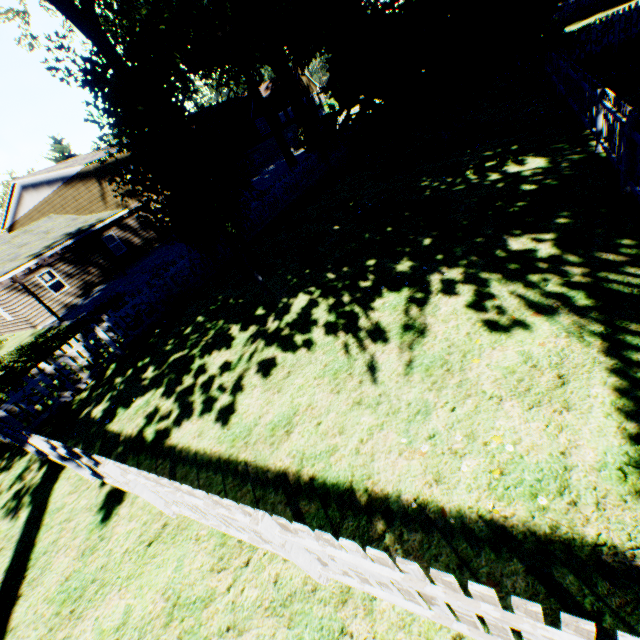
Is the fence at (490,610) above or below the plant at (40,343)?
above

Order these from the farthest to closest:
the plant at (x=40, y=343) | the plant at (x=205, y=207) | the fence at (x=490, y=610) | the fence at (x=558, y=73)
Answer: the plant at (x=40, y=343), the plant at (x=205, y=207), the fence at (x=558, y=73), the fence at (x=490, y=610)

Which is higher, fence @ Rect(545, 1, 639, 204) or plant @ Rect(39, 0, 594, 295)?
plant @ Rect(39, 0, 594, 295)

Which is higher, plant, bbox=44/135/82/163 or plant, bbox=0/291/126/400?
plant, bbox=44/135/82/163

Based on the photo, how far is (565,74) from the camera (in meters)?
11.00

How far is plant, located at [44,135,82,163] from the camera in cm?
4153

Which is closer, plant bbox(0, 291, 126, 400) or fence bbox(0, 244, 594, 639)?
fence bbox(0, 244, 594, 639)
